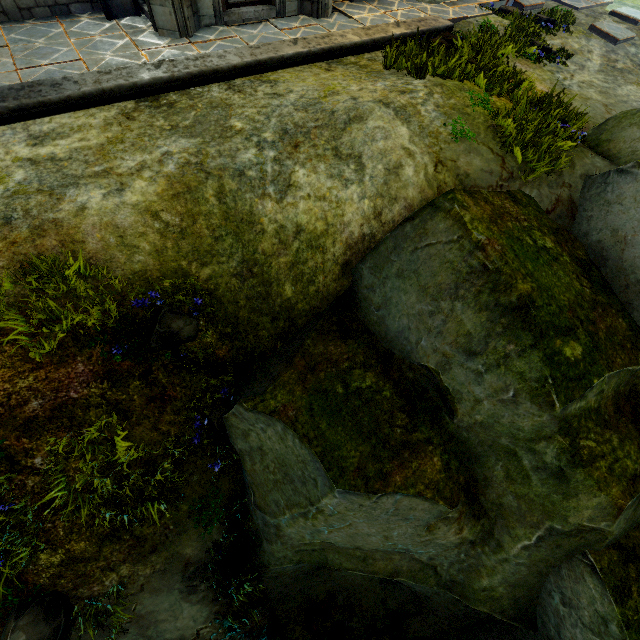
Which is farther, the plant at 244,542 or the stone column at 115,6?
the stone column at 115,6

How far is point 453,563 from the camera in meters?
4.6

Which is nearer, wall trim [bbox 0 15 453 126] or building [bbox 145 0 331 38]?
wall trim [bbox 0 15 453 126]

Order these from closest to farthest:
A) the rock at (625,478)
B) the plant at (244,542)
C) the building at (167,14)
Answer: the rock at (625,478) → the plant at (244,542) → the building at (167,14)

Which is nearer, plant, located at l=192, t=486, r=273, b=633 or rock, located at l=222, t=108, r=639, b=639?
rock, located at l=222, t=108, r=639, b=639

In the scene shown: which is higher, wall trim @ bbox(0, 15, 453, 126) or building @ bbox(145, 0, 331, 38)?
building @ bbox(145, 0, 331, 38)

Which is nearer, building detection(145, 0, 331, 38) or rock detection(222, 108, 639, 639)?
rock detection(222, 108, 639, 639)

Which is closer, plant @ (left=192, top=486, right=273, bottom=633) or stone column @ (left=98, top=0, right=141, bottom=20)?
plant @ (left=192, top=486, right=273, bottom=633)
